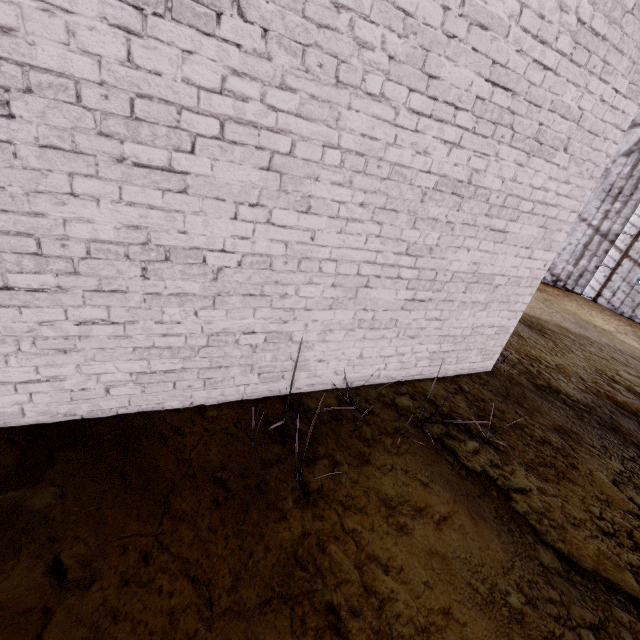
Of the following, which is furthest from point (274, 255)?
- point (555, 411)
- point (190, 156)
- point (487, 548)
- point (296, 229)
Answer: point (555, 411)
